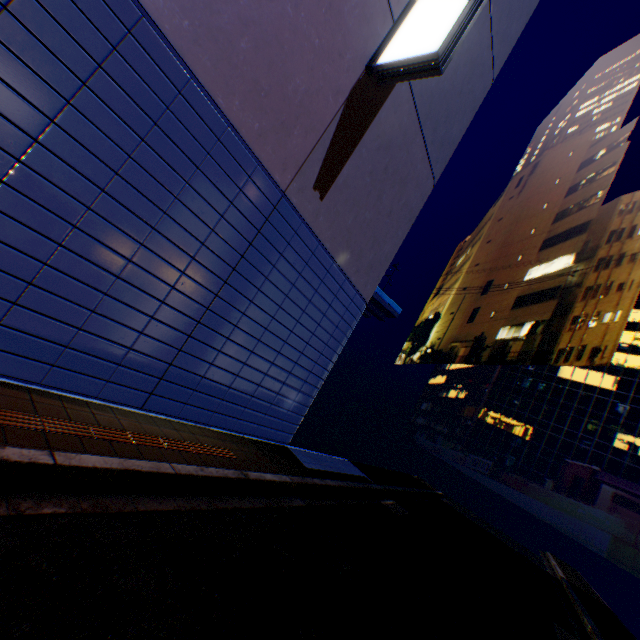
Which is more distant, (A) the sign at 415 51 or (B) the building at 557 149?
(B) the building at 557 149

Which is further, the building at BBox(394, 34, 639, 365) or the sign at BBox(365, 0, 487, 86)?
the building at BBox(394, 34, 639, 365)

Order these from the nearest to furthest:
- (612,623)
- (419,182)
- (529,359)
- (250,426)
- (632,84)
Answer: (250,426) → (419,182) → (612,623) → (529,359) → (632,84)

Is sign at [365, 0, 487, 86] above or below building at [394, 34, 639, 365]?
below

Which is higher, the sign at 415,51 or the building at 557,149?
the building at 557,149
